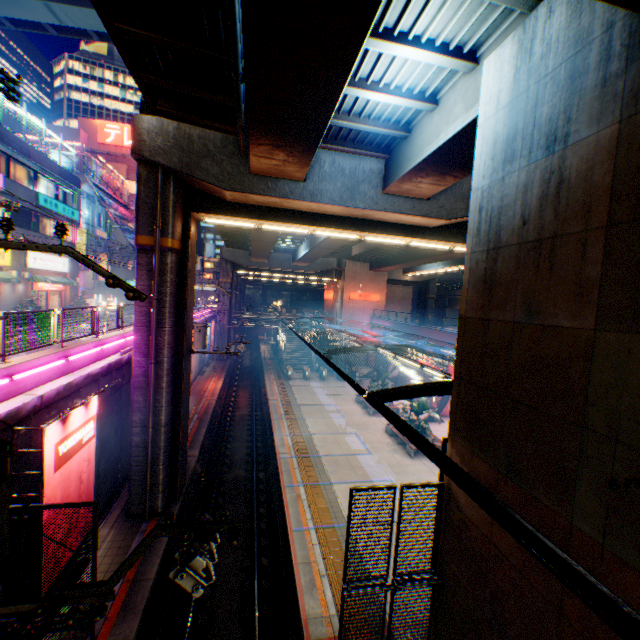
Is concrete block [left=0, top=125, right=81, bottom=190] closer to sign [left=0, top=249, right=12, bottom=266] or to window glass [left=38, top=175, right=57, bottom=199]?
window glass [left=38, top=175, right=57, bottom=199]

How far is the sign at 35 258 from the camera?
23.89m

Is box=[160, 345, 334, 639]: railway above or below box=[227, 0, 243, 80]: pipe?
below

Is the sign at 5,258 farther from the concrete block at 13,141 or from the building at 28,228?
the concrete block at 13,141

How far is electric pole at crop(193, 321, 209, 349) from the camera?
20.1m

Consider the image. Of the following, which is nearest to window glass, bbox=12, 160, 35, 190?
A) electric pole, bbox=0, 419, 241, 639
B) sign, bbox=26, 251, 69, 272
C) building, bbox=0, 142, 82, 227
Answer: building, bbox=0, 142, 82, 227

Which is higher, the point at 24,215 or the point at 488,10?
the point at 488,10

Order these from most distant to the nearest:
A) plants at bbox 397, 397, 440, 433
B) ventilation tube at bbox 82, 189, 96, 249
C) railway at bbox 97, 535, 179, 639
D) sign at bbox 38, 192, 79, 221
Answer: ventilation tube at bbox 82, 189, 96, 249 → sign at bbox 38, 192, 79, 221 → plants at bbox 397, 397, 440, 433 → railway at bbox 97, 535, 179, 639
